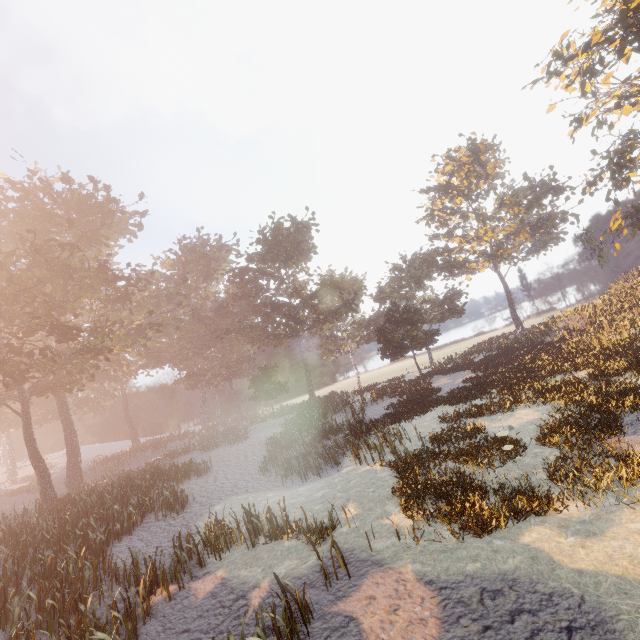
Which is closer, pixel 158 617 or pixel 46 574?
pixel 158 617
